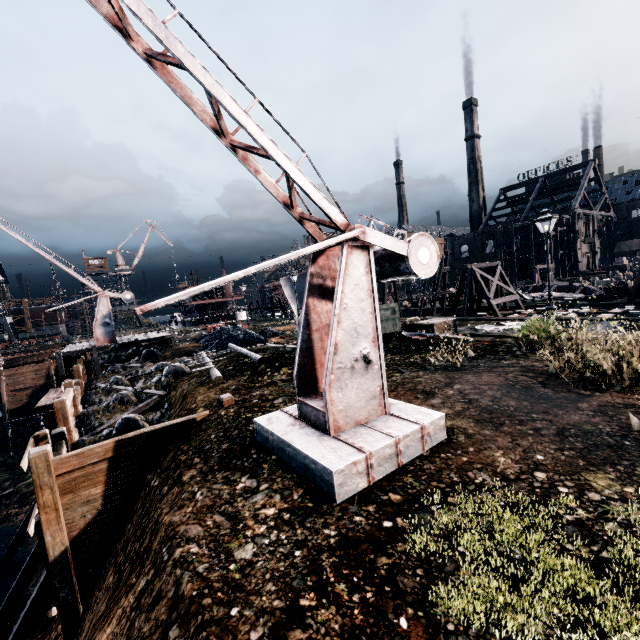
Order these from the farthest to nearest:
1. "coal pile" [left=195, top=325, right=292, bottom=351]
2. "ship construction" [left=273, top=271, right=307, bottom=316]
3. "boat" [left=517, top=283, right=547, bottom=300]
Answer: "ship construction" [left=273, top=271, right=307, bottom=316]
"boat" [left=517, top=283, right=547, bottom=300]
"coal pile" [left=195, top=325, right=292, bottom=351]

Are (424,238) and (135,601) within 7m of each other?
no

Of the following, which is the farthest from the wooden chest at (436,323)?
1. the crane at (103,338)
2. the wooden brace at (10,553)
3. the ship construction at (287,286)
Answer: the wooden brace at (10,553)

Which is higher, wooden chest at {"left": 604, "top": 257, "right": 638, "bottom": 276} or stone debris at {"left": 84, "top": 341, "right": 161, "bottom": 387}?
wooden chest at {"left": 604, "top": 257, "right": 638, "bottom": 276}

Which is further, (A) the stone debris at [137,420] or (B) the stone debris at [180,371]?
(B) the stone debris at [180,371]

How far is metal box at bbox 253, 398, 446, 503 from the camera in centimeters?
520cm

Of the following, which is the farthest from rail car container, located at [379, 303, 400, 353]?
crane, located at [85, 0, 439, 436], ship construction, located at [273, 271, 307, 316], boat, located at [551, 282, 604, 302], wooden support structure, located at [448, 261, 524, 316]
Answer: boat, located at [551, 282, 604, 302]

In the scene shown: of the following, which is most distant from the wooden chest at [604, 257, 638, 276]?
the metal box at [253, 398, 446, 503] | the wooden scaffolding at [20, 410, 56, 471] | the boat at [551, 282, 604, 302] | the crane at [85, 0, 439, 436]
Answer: the wooden scaffolding at [20, 410, 56, 471]
